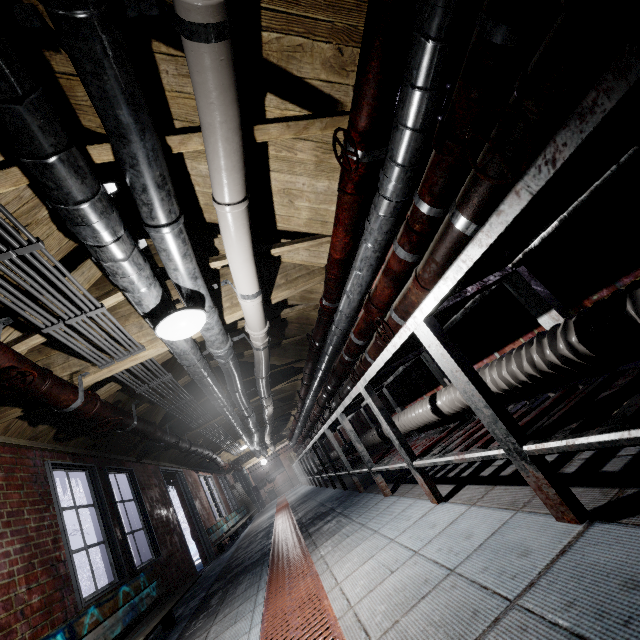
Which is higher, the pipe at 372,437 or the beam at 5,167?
the beam at 5,167

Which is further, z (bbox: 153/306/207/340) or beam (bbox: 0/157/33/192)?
z (bbox: 153/306/207/340)

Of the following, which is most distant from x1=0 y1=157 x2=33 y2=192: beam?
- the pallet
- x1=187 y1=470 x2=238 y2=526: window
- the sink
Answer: the sink

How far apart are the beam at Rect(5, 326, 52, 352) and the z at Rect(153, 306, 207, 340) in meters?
0.5

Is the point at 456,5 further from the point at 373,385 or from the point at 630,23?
the point at 373,385

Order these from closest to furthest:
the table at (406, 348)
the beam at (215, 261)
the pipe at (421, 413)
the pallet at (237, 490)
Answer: the table at (406, 348) → the pipe at (421, 413) → the beam at (215, 261) → the pallet at (237, 490)

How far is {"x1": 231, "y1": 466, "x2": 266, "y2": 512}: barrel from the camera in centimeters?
1383cm

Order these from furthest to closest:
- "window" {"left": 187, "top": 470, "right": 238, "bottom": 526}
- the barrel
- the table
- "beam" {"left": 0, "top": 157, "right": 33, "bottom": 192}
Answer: the barrel, "window" {"left": 187, "top": 470, "right": 238, "bottom": 526}, "beam" {"left": 0, "top": 157, "right": 33, "bottom": 192}, the table
